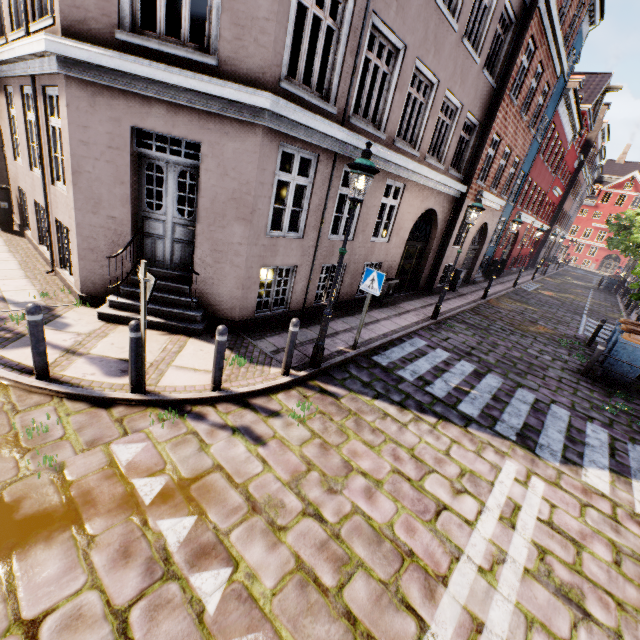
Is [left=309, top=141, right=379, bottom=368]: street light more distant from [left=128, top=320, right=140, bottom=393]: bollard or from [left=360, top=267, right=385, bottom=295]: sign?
[left=128, top=320, right=140, bottom=393]: bollard

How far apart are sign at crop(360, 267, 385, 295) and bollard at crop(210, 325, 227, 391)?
3.25m

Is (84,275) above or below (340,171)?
below

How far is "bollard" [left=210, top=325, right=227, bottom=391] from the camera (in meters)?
4.64

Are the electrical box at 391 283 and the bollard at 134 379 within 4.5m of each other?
no

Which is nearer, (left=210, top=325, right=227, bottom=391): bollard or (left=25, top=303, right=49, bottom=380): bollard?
(left=25, top=303, right=49, bottom=380): bollard

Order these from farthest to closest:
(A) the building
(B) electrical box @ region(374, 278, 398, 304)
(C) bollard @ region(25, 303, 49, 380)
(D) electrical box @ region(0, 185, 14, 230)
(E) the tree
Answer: (E) the tree, (B) electrical box @ region(374, 278, 398, 304), (D) electrical box @ region(0, 185, 14, 230), (A) the building, (C) bollard @ region(25, 303, 49, 380)

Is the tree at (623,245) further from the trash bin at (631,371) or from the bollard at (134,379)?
the bollard at (134,379)
